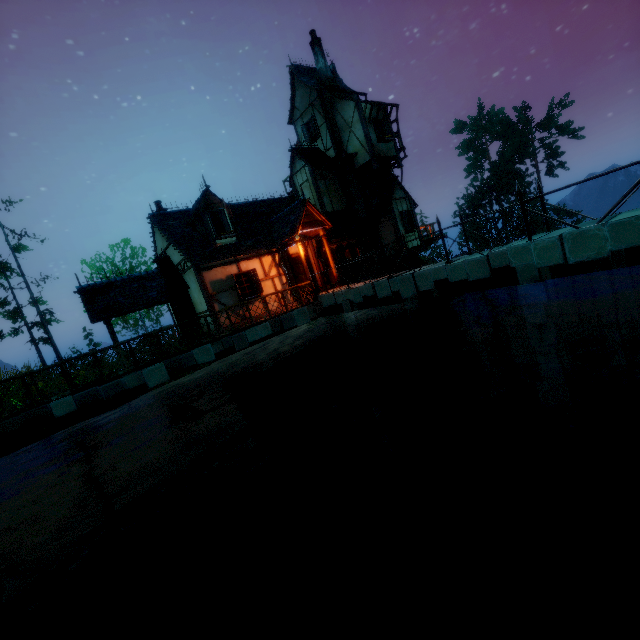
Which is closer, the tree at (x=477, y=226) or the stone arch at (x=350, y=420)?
the stone arch at (x=350, y=420)

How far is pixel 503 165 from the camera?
44.53m

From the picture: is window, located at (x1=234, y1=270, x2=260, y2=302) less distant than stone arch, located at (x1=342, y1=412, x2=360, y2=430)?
Yes

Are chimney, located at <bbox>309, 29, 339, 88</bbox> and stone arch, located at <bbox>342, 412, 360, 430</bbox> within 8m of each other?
no

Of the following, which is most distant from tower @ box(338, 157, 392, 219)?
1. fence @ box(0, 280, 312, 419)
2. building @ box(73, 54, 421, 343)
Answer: fence @ box(0, 280, 312, 419)

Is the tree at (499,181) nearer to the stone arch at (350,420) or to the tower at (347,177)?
the tower at (347,177)

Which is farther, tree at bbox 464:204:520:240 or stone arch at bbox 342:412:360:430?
tree at bbox 464:204:520:240

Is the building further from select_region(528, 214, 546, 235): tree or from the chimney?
select_region(528, 214, 546, 235): tree
